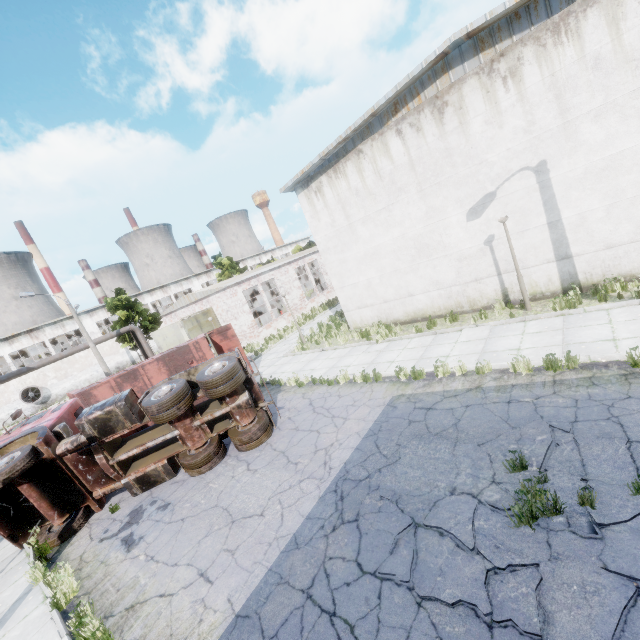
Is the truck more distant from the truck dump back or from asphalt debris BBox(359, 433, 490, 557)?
the truck dump back

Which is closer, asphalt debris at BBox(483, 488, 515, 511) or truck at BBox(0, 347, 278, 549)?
asphalt debris at BBox(483, 488, 515, 511)

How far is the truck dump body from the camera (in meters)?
13.42

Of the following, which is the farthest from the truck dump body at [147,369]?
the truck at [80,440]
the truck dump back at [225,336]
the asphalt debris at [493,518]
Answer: the asphalt debris at [493,518]

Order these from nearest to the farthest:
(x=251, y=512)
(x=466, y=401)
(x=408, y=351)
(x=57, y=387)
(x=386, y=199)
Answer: (x=251, y=512)
(x=466, y=401)
(x=408, y=351)
(x=386, y=199)
(x=57, y=387)

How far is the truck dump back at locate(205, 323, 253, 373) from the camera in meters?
16.3

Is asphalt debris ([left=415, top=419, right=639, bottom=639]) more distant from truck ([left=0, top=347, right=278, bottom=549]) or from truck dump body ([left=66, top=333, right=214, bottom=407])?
truck dump body ([left=66, top=333, right=214, bottom=407])
